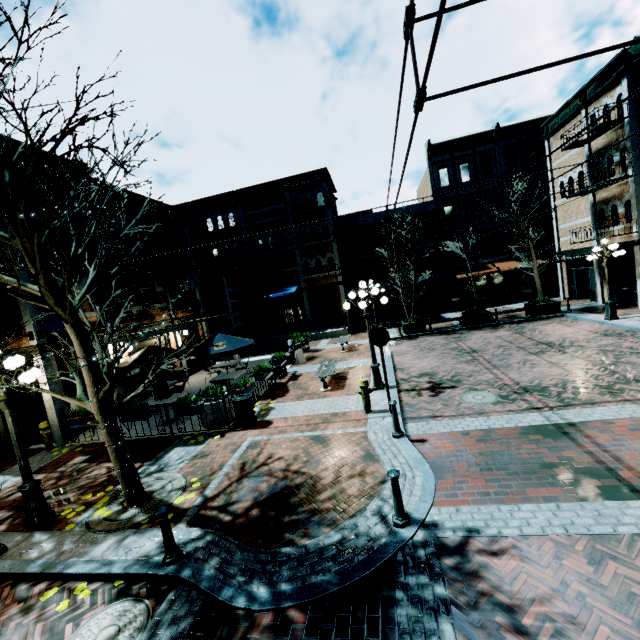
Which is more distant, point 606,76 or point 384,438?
point 606,76

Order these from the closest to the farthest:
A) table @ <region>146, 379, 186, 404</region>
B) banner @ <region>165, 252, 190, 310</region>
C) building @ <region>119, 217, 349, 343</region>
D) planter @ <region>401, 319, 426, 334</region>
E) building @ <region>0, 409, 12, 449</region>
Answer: table @ <region>146, 379, 186, 404</region> < building @ <region>0, 409, 12, 449</region> < building @ <region>119, 217, 349, 343</region> < banner @ <region>165, 252, 190, 310</region> < planter @ <region>401, 319, 426, 334</region>

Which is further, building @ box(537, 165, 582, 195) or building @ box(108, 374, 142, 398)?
building @ box(537, 165, 582, 195)

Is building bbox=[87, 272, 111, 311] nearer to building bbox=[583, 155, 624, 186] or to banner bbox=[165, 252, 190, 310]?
banner bbox=[165, 252, 190, 310]

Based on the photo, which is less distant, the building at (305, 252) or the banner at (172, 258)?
the building at (305, 252)

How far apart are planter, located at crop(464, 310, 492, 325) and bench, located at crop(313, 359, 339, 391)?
9.49m

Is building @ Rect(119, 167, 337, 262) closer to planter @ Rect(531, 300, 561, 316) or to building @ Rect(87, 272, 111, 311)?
building @ Rect(87, 272, 111, 311)

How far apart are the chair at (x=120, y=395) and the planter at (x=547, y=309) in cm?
2079
